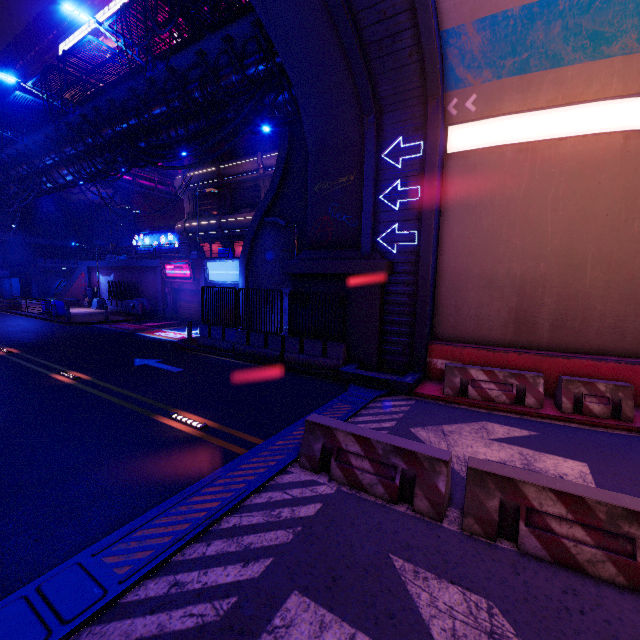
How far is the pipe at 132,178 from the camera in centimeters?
3850cm

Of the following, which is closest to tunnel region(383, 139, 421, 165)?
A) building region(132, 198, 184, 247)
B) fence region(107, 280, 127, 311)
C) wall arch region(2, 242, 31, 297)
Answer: fence region(107, 280, 127, 311)

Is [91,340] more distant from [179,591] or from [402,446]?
[402,446]

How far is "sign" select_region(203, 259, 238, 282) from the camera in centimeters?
2142cm

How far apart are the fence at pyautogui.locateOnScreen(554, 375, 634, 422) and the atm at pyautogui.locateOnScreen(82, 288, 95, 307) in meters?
37.4 m

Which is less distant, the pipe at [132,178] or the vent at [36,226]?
the pipe at [132,178]

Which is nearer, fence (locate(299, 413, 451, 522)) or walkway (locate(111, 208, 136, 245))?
fence (locate(299, 413, 451, 522))

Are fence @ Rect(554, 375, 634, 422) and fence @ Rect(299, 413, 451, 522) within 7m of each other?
yes
